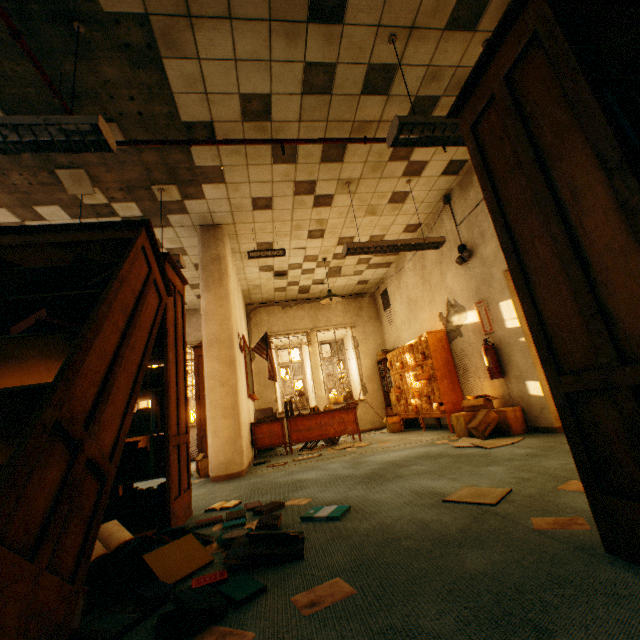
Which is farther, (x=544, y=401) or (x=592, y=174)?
(x=544, y=401)

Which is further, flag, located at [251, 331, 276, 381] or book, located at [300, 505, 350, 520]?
flag, located at [251, 331, 276, 381]

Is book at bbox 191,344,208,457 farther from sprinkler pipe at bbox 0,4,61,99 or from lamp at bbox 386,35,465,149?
lamp at bbox 386,35,465,149

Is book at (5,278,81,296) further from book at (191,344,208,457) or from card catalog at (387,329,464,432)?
card catalog at (387,329,464,432)

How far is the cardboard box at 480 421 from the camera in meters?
4.3 m

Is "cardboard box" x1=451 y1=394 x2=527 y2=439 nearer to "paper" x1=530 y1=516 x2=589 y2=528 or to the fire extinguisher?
the fire extinguisher

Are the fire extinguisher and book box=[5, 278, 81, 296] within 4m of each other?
no

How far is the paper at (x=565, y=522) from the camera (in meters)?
1.48
